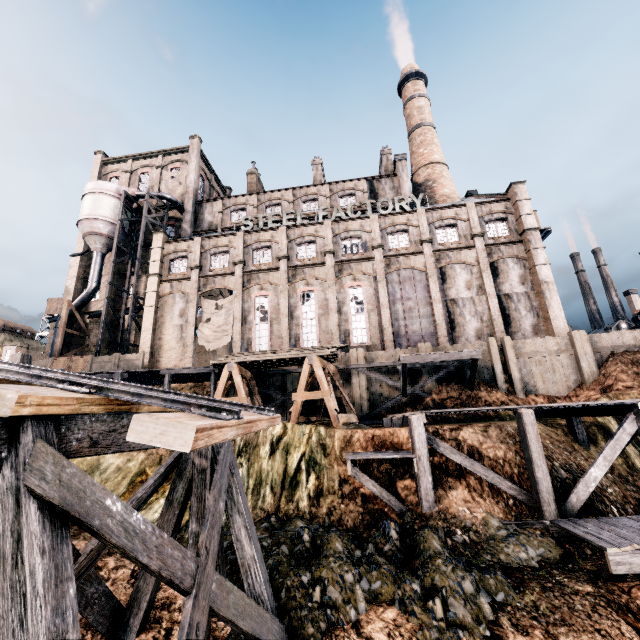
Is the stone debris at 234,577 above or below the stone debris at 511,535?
above

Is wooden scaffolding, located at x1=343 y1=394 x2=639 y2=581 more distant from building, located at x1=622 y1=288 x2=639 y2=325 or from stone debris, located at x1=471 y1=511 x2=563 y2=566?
building, located at x1=622 y1=288 x2=639 y2=325

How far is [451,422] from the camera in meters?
20.0 m

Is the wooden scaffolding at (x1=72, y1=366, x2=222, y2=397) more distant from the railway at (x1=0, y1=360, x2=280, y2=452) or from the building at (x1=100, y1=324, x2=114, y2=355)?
the railway at (x1=0, y1=360, x2=280, y2=452)

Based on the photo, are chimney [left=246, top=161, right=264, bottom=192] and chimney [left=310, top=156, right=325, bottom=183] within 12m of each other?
yes

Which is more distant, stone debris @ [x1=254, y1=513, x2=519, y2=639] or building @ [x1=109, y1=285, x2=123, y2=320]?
building @ [x1=109, y1=285, x2=123, y2=320]

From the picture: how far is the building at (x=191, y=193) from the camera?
27.7m

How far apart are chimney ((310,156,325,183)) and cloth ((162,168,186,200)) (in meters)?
16.16
